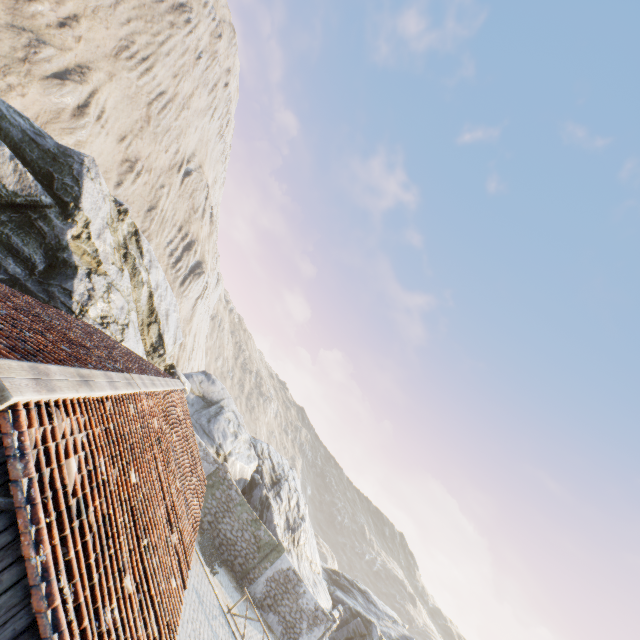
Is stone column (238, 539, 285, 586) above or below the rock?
below

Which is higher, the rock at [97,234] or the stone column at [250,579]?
the rock at [97,234]

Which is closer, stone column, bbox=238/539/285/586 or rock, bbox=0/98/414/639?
rock, bbox=0/98/414/639

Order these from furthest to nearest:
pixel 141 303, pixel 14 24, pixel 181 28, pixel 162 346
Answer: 1. pixel 181 28
2. pixel 14 24
3. pixel 162 346
4. pixel 141 303

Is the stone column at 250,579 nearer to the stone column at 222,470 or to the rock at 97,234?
the rock at 97,234

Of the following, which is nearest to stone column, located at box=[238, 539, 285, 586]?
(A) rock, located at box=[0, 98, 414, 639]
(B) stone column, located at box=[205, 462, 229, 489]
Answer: (A) rock, located at box=[0, 98, 414, 639]

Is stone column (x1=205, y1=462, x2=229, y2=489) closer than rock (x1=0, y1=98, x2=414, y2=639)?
No
